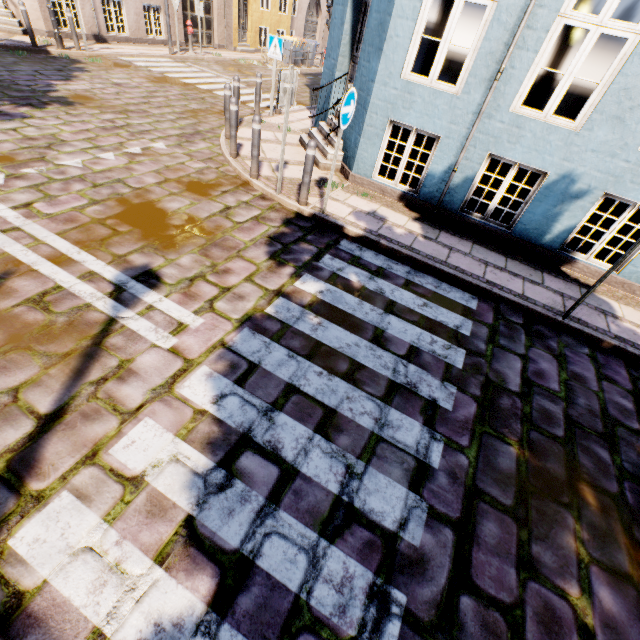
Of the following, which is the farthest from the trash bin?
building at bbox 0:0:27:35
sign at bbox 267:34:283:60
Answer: sign at bbox 267:34:283:60

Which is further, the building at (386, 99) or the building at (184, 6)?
the building at (184, 6)

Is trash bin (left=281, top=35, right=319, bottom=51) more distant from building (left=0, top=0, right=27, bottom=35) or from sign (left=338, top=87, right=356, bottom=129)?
sign (left=338, top=87, right=356, bottom=129)

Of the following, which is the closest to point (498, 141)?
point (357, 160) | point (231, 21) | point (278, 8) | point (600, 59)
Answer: point (357, 160)

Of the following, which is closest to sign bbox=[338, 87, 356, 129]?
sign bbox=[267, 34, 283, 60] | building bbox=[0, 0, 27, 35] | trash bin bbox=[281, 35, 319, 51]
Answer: building bbox=[0, 0, 27, 35]

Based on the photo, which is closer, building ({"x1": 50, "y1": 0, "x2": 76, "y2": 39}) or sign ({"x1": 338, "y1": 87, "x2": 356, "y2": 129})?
sign ({"x1": 338, "y1": 87, "x2": 356, "y2": 129})

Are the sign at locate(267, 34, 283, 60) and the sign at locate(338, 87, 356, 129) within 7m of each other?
yes

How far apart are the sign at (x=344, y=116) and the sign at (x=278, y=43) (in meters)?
6.05
